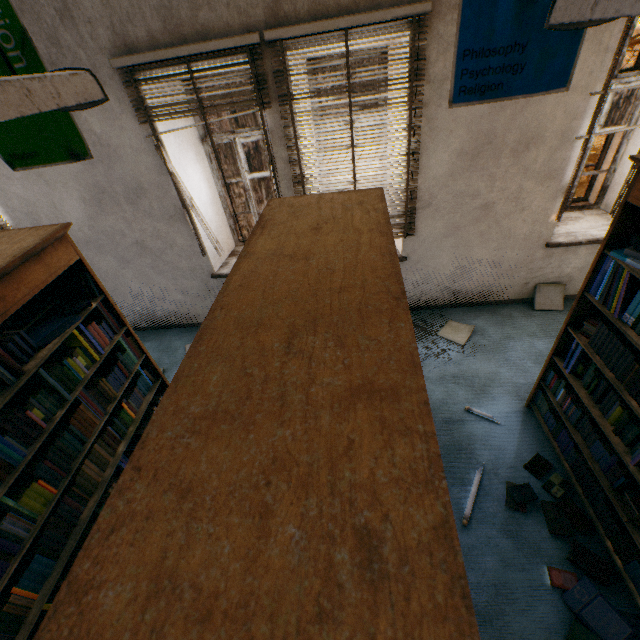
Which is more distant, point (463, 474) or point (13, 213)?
point (13, 213)

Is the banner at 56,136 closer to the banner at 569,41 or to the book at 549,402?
the banner at 569,41

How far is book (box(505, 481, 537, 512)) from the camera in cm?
244

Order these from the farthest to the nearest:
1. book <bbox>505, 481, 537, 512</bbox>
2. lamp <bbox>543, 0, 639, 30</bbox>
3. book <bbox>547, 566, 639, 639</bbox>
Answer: book <bbox>505, 481, 537, 512</bbox>
book <bbox>547, 566, 639, 639</bbox>
lamp <bbox>543, 0, 639, 30</bbox>

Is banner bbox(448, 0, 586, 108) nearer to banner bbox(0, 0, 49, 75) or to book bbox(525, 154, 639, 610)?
book bbox(525, 154, 639, 610)

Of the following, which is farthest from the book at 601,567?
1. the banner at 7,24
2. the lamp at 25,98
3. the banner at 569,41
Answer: the banner at 7,24

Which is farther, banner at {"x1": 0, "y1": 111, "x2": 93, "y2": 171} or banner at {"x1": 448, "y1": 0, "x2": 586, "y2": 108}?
banner at {"x1": 0, "y1": 111, "x2": 93, "y2": 171}
